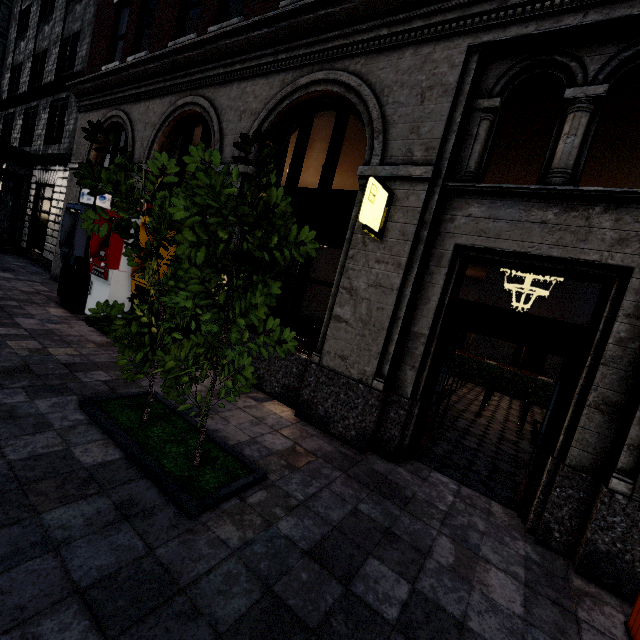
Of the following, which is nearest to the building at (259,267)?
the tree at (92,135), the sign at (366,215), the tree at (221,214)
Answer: the sign at (366,215)

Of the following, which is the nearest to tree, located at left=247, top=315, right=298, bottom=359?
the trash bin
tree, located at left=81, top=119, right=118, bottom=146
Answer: tree, located at left=81, top=119, right=118, bottom=146

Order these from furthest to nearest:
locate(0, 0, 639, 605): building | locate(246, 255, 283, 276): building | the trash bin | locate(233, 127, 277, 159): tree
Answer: locate(246, 255, 283, 276): building < locate(0, 0, 639, 605): building < the trash bin < locate(233, 127, 277, 159): tree

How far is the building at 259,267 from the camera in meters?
6.5 m

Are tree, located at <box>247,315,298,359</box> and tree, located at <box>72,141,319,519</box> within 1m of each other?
yes

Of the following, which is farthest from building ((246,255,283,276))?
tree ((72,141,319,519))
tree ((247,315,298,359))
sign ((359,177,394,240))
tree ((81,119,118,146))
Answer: tree ((81,119,118,146))

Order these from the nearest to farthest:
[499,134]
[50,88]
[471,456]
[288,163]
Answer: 1. [471,456]
2. [499,134]
3. [288,163]
4. [50,88]

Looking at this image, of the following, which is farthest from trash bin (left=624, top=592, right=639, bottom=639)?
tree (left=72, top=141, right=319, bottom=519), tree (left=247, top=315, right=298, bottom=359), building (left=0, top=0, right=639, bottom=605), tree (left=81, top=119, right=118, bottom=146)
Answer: tree (left=81, top=119, right=118, bottom=146)
